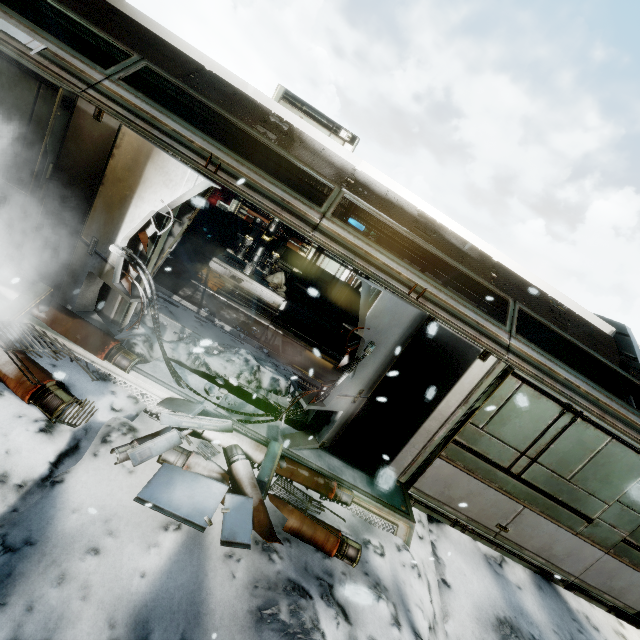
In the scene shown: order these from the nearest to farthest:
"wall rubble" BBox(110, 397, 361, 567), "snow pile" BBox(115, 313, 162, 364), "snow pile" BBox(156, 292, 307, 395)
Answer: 1. "wall rubble" BBox(110, 397, 361, 567)
2. "snow pile" BBox(115, 313, 162, 364)
3. "snow pile" BBox(156, 292, 307, 395)

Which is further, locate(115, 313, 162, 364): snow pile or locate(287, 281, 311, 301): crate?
locate(287, 281, 311, 301): crate

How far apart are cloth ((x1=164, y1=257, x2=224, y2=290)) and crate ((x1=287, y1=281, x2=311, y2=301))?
2.5m

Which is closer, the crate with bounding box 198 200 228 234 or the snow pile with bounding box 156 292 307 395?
the snow pile with bounding box 156 292 307 395

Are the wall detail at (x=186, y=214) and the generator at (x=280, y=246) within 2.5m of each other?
no

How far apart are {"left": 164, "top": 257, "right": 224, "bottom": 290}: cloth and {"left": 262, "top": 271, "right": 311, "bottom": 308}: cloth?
1.6 meters

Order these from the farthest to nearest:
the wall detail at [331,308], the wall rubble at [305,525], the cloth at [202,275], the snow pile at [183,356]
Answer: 1. the wall detail at [331,308]
2. the cloth at [202,275]
3. the snow pile at [183,356]
4. the wall rubble at [305,525]

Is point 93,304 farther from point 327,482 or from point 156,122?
point 327,482
